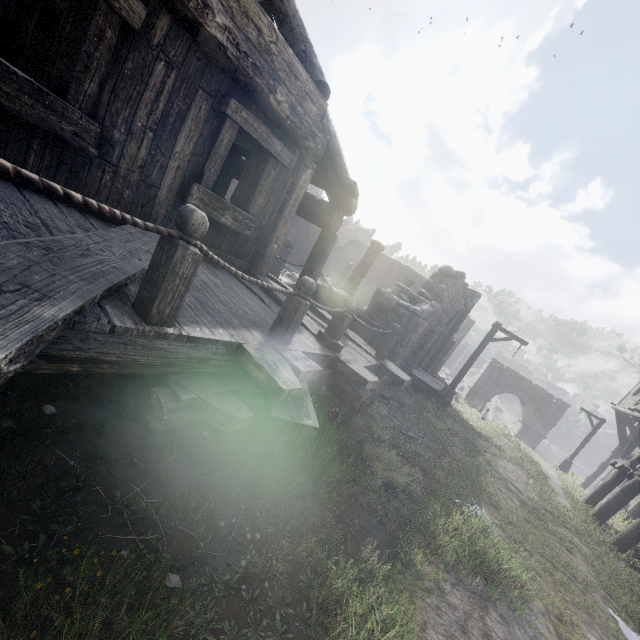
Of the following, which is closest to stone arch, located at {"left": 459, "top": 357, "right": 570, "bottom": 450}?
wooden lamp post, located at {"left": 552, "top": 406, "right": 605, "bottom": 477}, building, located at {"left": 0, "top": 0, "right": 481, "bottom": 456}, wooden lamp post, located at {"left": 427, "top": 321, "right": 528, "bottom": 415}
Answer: building, located at {"left": 0, "top": 0, "right": 481, "bottom": 456}

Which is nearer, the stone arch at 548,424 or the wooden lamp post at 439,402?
the wooden lamp post at 439,402

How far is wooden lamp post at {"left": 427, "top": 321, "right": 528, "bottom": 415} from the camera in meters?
13.5 m

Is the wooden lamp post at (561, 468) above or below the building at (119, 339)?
below

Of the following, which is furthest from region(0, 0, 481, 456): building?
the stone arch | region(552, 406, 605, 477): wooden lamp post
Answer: region(552, 406, 605, 477): wooden lamp post

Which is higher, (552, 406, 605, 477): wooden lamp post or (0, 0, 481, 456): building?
(0, 0, 481, 456): building

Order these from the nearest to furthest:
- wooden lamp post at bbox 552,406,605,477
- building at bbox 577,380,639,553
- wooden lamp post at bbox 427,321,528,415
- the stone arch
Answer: building at bbox 577,380,639,553
wooden lamp post at bbox 427,321,528,415
wooden lamp post at bbox 552,406,605,477
the stone arch

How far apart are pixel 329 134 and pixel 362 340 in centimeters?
410cm
